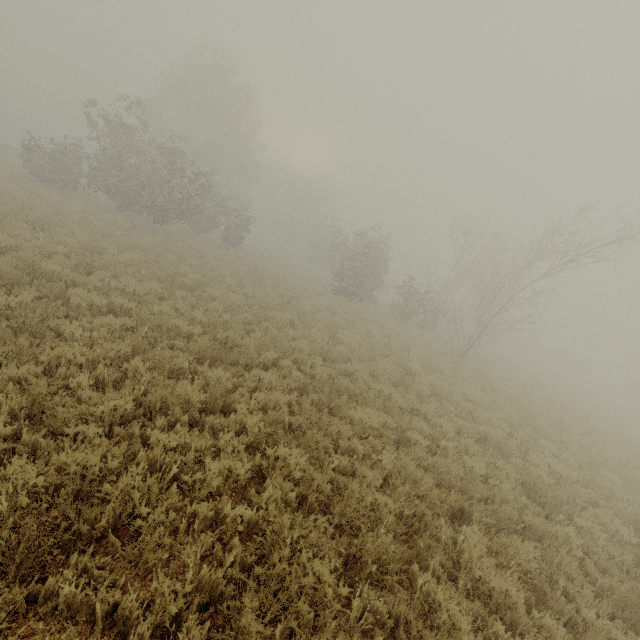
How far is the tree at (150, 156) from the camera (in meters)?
21.62

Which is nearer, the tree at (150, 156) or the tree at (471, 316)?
the tree at (471, 316)

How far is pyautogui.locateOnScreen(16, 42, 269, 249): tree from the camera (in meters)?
21.62

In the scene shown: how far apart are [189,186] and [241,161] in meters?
18.8 m

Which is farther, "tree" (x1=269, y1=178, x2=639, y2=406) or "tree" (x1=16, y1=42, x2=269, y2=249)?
"tree" (x1=16, y1=42, x2=269, y2=249)
